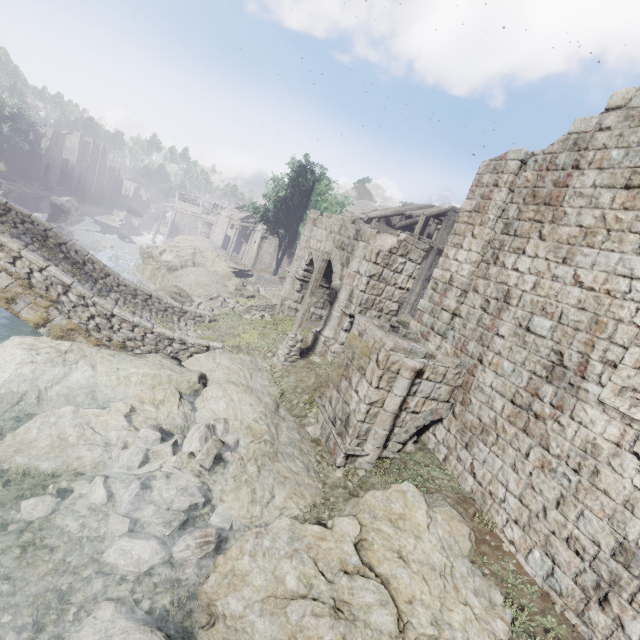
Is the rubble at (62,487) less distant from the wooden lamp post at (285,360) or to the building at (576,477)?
the wooden lamp post at (285,360)

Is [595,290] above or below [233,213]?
above

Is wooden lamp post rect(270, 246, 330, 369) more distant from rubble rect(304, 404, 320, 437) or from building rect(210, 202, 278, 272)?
building rect(210, 202, 278, 272)

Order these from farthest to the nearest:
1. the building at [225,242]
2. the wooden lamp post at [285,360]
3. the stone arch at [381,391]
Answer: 1. the building at [225,242]
2. the wooden lamp post at [285,360]
3. the stone arch at [381,391]

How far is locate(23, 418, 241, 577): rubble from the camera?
5.9m

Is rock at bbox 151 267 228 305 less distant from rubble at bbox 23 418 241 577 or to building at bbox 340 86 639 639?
rubble at bbox 23 418 241 577

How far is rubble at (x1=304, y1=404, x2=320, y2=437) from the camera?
9.66m

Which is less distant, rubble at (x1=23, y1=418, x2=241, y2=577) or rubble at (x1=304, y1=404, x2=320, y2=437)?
rubble at (x1=23, y1=418, x2=241, y2=577)
